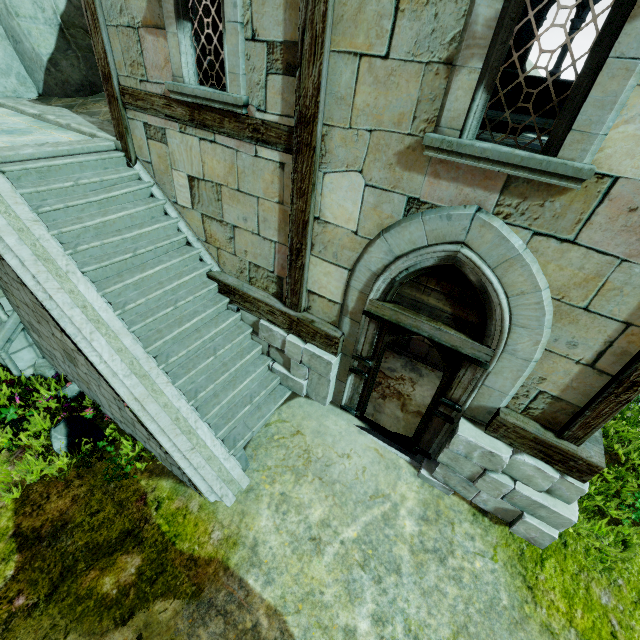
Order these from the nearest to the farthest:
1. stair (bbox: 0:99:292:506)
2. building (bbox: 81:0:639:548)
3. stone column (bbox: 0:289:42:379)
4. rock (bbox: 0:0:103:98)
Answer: building (bbox: 81:0:639:548) < stair (bbox: 0:99:292:506) < stone column (bbox: 0:289:42:379) < rock (bbox: 0:0:103:98)

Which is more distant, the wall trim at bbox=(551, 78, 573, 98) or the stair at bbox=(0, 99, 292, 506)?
the wall trim at bbox=(551, 78, 573, 98)

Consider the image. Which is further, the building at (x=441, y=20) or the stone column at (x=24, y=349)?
the stone column at (x=24, y=349)

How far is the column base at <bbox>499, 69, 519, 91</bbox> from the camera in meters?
9.5

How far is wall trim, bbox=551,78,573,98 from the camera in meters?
9.2

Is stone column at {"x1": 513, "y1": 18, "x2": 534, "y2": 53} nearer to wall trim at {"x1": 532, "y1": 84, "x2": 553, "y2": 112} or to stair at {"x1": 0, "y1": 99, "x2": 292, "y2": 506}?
wall trim at {"x1": 532, "y1": 84, "x2": 553, "y2": 112}

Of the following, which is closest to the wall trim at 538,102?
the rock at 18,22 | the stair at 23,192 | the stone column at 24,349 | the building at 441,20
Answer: the building at 441,20

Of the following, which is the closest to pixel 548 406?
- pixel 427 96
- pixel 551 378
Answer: pixel 551 378
